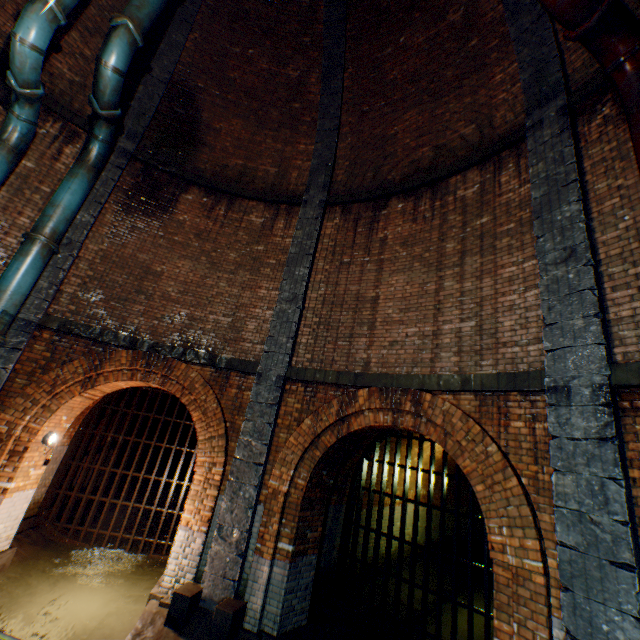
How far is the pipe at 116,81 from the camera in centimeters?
652cm

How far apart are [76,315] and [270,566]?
6.65m

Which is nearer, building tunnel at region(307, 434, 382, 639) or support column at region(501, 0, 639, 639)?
support column at region(501, 0, 639, 639)

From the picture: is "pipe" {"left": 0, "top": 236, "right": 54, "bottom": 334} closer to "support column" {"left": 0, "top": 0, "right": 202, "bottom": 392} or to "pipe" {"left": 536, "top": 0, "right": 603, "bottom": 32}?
"support column" {"left": 0, "top": 0, "right": 202, "bottom": 392}

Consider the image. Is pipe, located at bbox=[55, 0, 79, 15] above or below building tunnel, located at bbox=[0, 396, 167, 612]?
above

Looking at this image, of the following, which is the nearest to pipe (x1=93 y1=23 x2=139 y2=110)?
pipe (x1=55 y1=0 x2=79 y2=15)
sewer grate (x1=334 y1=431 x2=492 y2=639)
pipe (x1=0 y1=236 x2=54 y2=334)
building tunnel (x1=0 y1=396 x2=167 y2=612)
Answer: pipe (x1=0 y1=236 x2=54 y2=334)

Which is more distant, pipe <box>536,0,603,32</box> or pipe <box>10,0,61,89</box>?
pipe <box>10,0,61,89</box>

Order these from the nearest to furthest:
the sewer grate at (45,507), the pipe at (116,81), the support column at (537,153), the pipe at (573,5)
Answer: the support column at (537,153) < the pipe at (573,5) < the pipe at (116,81) < the sewer grate at (45,507)
